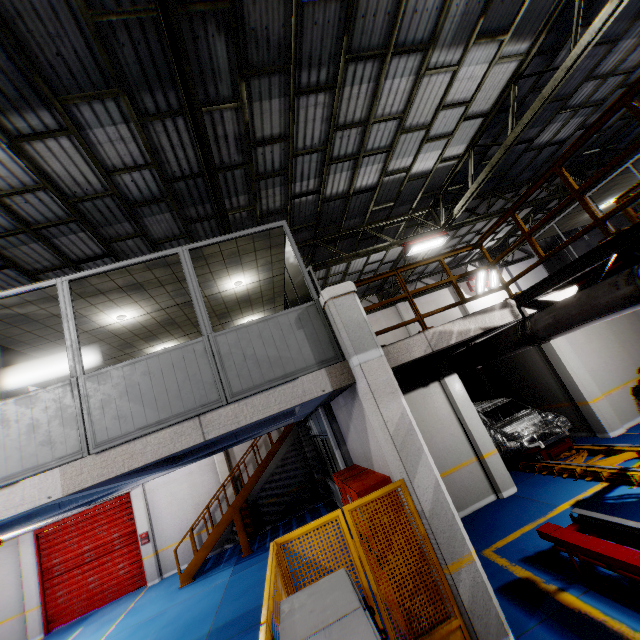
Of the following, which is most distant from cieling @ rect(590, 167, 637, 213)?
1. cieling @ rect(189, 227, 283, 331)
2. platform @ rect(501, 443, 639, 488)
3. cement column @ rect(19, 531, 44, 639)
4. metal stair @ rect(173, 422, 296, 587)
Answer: cement column @ rect(19, 531, 44, 639)

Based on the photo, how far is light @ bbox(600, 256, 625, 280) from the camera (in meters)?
5.39

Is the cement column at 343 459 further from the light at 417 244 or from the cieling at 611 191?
the cieling at 611 191

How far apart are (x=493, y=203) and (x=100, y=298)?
14.9m

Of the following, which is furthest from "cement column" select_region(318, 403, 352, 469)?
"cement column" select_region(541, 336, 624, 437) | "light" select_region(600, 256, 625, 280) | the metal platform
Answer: "cement column" select_region(541, 336, 624, 437)

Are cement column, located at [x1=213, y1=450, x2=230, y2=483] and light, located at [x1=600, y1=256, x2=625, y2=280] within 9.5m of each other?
no

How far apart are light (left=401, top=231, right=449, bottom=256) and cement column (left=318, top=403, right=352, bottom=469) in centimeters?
620cm

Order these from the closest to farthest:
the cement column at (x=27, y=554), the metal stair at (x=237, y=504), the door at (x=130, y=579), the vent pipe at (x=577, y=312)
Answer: the vent pipe at (x=577, y=312), the metal stair at (x=237, y=504), the cement column at (x=27, y=554), the door at (x=130, y=579)
